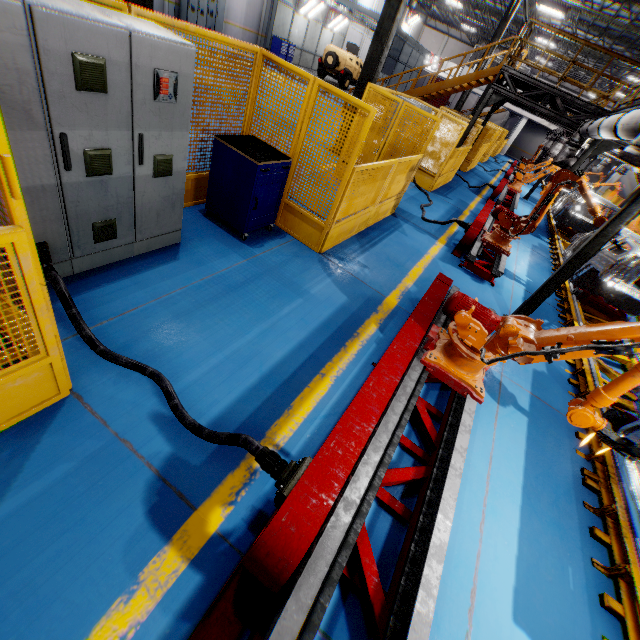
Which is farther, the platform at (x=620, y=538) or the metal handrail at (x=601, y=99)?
the metal handrail at (x=601, y=99)

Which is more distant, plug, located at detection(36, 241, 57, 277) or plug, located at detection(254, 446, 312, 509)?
plug, located at detection(36, 241, 57, 277)

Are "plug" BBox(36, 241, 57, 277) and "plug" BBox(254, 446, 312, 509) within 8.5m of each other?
A: yes

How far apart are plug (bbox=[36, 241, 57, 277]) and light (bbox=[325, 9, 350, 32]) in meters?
31.5

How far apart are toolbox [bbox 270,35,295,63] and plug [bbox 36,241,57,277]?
26.10m

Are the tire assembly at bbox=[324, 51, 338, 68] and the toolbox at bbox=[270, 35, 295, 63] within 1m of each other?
no

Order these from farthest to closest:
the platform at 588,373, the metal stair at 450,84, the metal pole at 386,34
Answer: the metal stair at 450,84
the metal pole at 386,34
the platform at 588,373

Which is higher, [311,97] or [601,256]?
[311,97]
